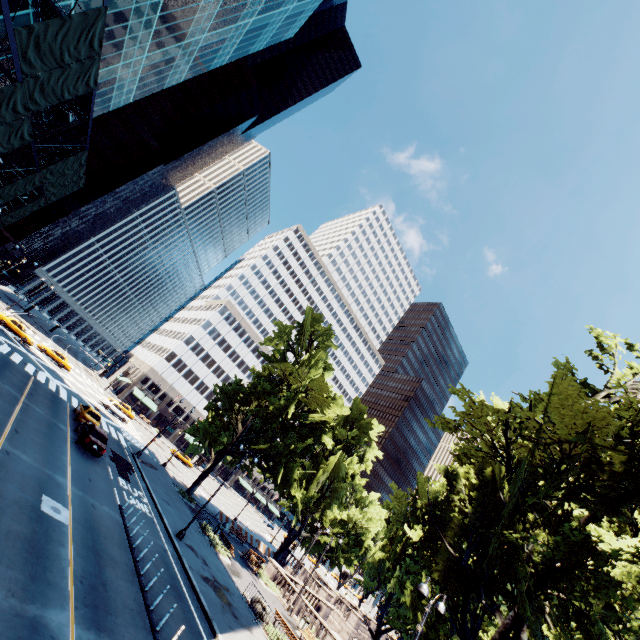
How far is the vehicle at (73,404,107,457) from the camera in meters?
22.8

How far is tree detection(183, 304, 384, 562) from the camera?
33.4 meters

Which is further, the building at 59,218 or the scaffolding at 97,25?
the building at 59,218

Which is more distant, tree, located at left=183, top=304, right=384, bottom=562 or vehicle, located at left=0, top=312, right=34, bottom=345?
vehicle, located at left=0, top=312, right=34, bottom=345

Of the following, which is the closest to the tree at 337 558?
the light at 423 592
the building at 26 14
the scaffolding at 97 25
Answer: the light at 423 592

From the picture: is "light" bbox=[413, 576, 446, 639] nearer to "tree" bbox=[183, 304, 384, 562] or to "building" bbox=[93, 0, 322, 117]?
"tree" bbox=[183, 304, 384, 562]

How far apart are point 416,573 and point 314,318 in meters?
30.4
